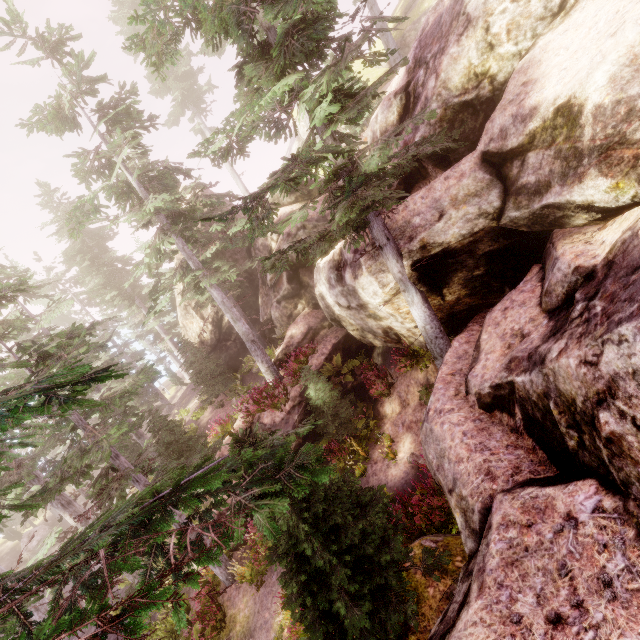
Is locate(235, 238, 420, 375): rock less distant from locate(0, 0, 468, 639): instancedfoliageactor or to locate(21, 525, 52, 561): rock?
locate(0, 0, 468, 639): instancedfoliageactor

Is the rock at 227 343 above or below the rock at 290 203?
below

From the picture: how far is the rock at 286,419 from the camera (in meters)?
14.14

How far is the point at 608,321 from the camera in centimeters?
373cm

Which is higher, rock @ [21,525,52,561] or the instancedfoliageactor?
the instancedfoliageactor

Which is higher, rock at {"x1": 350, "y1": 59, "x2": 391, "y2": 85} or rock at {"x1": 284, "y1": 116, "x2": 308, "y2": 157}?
rock at {"x1": 350, "y1": 59, "x2": 391, "y2": 85}
